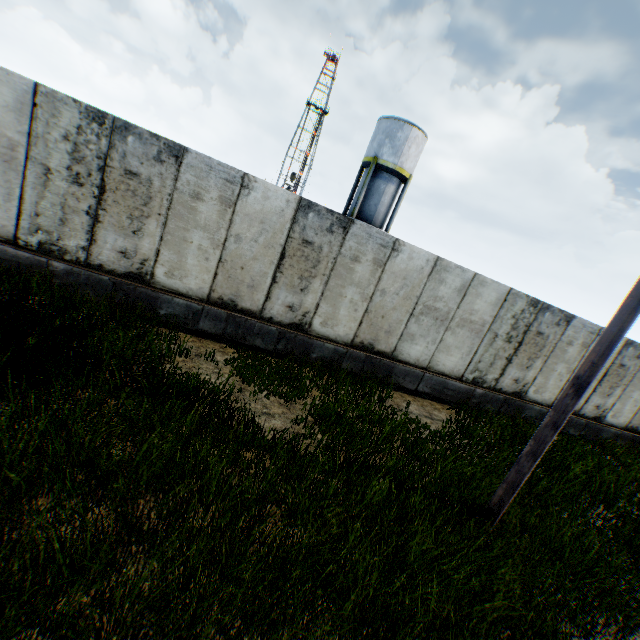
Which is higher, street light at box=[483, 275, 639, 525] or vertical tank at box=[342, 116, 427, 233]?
vertical tank at box=[342, 116, 427, 233]

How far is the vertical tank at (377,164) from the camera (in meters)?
23.31

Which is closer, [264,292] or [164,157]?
[164,157]

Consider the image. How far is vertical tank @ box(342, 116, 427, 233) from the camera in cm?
2331

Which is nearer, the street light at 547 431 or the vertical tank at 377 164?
the street light at 547 431

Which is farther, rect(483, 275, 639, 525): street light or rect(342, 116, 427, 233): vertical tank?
rect(342, 116, 427, 233): vertical tank
